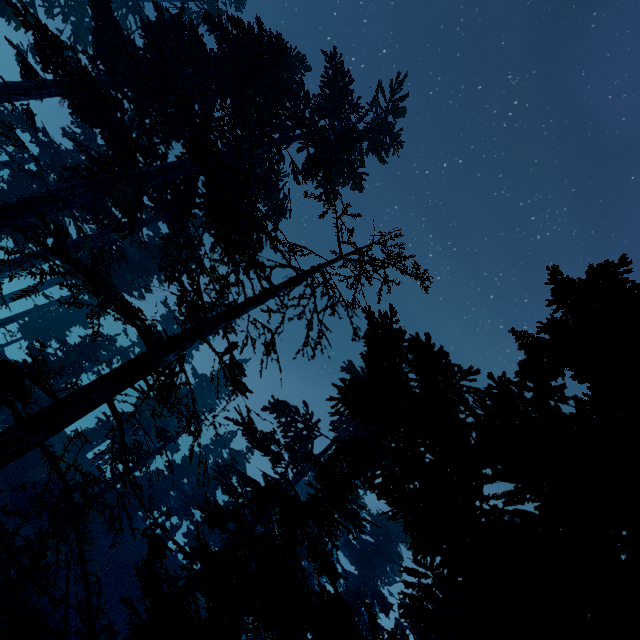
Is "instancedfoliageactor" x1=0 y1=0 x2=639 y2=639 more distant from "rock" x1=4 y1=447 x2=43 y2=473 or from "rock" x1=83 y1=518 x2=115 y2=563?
"rock" x1=4 y1=447 x2=43 y2=473

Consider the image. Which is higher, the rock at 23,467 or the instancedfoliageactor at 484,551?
the instancedfoliageactor at 484,551

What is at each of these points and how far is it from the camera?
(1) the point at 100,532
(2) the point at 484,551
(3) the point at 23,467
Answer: (1) rock, 22.52m
(2) instancedfoliageactor, 3.33m
(3) rock, 19.92m

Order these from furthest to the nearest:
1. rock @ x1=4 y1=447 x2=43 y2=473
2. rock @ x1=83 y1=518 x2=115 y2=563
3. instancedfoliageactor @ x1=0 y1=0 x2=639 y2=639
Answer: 1. rock @ x1=83 y1=518 x2=115 y2=563
2. rock @ x1=4 y1=447 x2=43 y2=473
3. instancedfoliageactor @ x1=0 y1=0 x2=639 y2=639

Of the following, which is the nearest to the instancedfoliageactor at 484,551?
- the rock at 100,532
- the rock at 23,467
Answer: the rock at 100,532

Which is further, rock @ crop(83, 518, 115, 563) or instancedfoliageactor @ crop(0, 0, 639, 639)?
rock @ crop(83, 518, 115, 563)

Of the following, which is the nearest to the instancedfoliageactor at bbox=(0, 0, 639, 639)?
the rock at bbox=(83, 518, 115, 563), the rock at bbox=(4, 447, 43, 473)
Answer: the rock at bbox=(83, 518, 115, 563)

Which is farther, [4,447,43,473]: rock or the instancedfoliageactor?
[4,447,43,473]: rock
